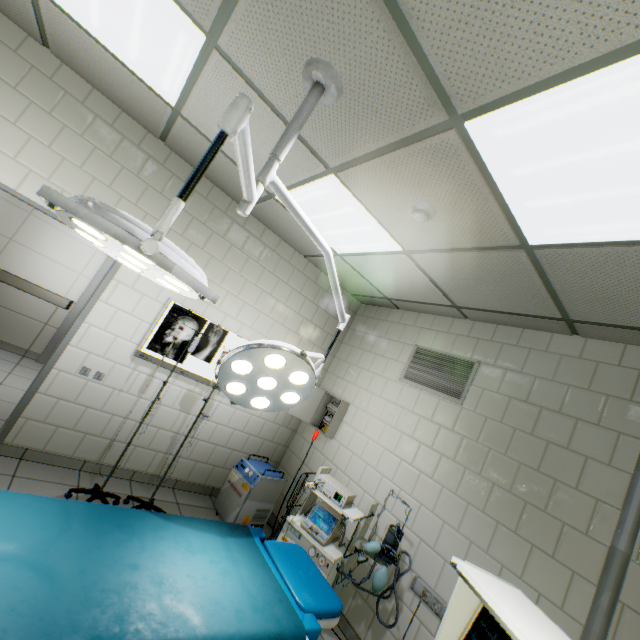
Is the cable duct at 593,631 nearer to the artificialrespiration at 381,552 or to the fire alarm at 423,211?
the artificialrespiration at 381,552

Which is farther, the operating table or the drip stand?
the drip stand

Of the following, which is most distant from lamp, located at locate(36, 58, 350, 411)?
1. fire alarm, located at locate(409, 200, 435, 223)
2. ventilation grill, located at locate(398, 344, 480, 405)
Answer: ventilation grill, located at locate(398, 344, 480, 405)

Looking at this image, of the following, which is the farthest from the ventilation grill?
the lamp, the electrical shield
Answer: the lamp

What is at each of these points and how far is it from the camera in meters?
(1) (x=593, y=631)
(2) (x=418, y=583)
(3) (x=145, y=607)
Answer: (1) cable duct, 1.9 m
(2) cable duct, 2.7 m
(3) operating table, 1.2 m

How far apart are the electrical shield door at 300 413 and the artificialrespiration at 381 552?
1.0m

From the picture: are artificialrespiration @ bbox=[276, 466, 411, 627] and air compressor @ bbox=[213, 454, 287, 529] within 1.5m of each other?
yes

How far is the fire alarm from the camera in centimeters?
213cm
